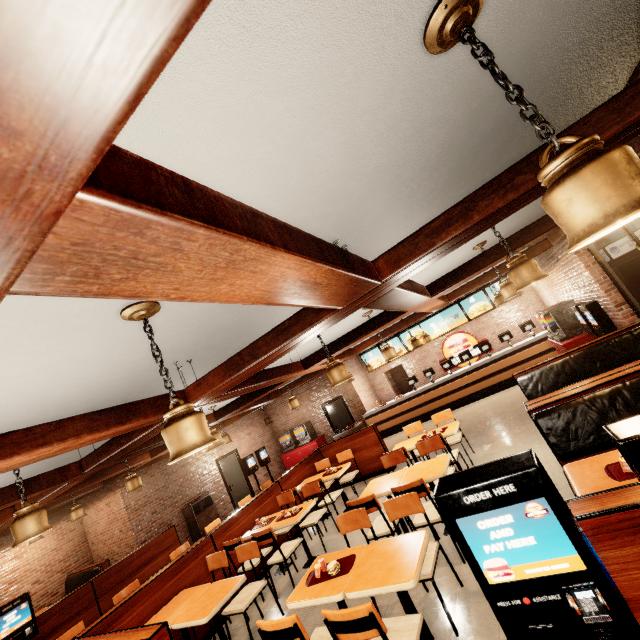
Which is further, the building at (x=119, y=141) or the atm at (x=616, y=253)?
the atm at (x=616, y=253)

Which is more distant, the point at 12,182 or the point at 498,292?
the point at 498,292

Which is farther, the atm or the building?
the atm
